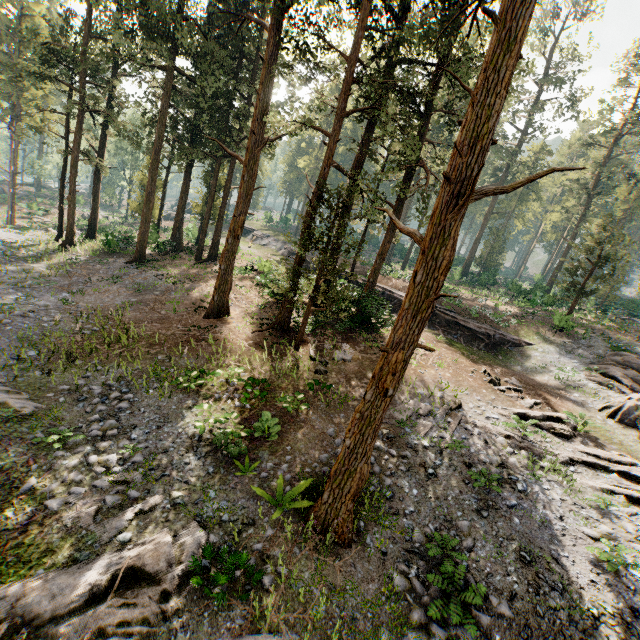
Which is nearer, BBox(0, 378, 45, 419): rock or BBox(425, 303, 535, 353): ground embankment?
BBox(0, 378, 45, 419): rock

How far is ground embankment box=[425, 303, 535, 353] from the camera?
25.5 meters

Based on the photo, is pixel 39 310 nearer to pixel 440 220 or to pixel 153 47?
pixel 153 47

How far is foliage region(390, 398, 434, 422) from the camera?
13.96m

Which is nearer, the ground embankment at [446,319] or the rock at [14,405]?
the rock at [14,405]

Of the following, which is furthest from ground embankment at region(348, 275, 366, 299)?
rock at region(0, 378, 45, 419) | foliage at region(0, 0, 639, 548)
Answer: rock at region(0, 378, 45, 419)

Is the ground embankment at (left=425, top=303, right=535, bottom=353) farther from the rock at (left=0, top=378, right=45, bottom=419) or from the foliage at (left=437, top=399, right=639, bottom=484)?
the rock at (left=0, top=378, right=45, bottom=419)

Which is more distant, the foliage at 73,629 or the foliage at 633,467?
the foliage at 633,467
